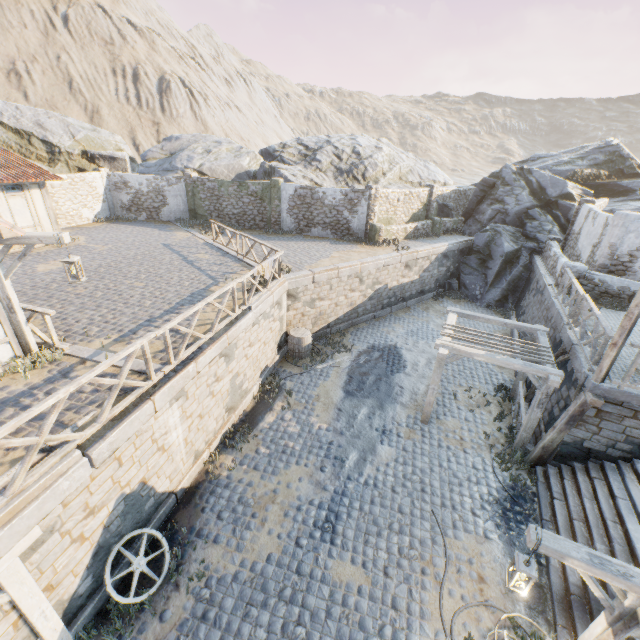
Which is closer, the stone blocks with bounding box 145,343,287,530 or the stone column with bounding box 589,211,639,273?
the stone blocks with bounding box 145,343,287,530

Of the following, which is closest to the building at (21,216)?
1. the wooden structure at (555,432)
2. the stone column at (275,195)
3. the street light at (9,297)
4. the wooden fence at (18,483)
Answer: the wooden fence at (18,483)

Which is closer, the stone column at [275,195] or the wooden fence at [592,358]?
the wooden fence at [592,358]

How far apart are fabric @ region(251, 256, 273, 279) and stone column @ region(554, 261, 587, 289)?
11.7 meters

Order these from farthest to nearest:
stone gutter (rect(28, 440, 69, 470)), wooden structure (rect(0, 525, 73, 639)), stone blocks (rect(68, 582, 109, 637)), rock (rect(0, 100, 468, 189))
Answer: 1. rock (rect(0, 100, 468, 189))
2. stone blocks (rect(68, 582, 109, 637))
3. stone gutter (rect(28, 440, 69, 470))
4. wooden structure (rect(0, 525, 73, 639))

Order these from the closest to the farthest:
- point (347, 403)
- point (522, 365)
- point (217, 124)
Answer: point (522, 365), point (347, 403), point (217, 124)

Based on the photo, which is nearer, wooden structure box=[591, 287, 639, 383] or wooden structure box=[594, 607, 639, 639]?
wooden structure box=[594, 607, 639, 639]

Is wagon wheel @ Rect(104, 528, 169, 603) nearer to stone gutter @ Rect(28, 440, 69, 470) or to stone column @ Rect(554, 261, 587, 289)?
stone gutter @ Rect(28, 440, 69, 470)
